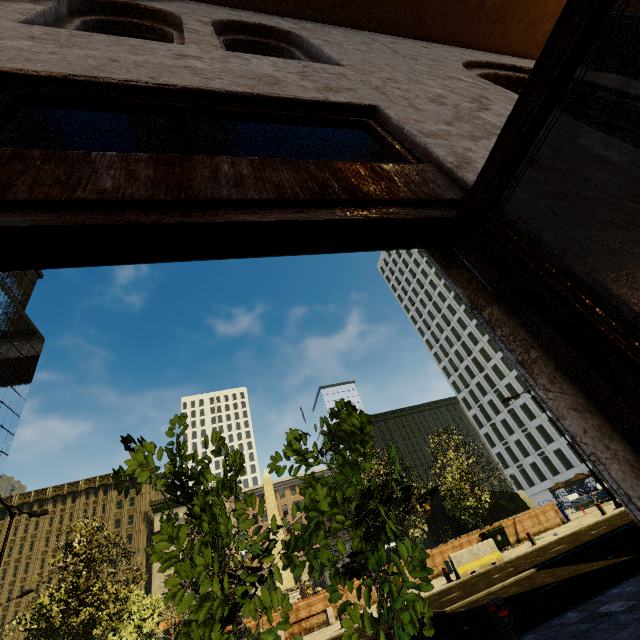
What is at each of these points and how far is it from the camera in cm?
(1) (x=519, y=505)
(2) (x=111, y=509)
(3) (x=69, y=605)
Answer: (1) underground building, 3541
(2) building, 5781
(3) tree, 1583

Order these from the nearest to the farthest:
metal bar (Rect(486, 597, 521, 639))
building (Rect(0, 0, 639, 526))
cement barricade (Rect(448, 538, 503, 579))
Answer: building (Rect(0, 0, 639, 526))
metal bar (Rect(486, 597, 521, 639))
cement barricade (Rect(448, 538, 503, 579))

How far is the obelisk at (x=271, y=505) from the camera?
30.3m

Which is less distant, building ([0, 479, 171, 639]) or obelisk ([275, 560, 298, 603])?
obelisk ([275, 560, 298, 603])

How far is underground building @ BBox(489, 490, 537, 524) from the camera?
34.80m

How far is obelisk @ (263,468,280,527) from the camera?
30.3 meters

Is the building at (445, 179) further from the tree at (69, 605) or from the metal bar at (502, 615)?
the metal bar at (502, 615)
